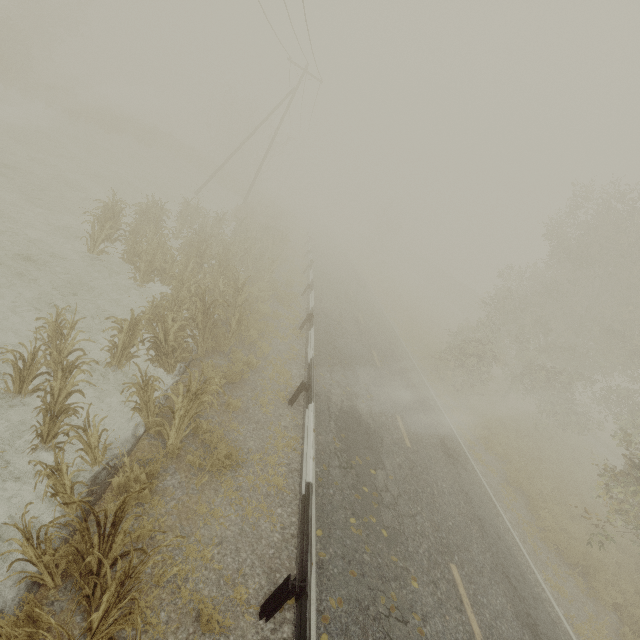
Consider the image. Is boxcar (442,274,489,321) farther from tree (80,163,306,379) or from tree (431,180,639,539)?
tree (80,163,306,379)

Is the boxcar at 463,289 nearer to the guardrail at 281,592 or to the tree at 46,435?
the guardrail at 281,592

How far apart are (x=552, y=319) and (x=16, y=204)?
32.3 meters

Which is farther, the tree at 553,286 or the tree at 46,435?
the tree at 553,286

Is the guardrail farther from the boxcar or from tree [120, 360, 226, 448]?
the boxcar

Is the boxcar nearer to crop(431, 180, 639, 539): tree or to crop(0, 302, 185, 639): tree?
crop(431, 180, 639, 539): tree

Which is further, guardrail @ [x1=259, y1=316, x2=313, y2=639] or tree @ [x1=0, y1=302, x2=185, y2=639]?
guardrail @ [x1=259, y1=316, x2=313, y2=639]
